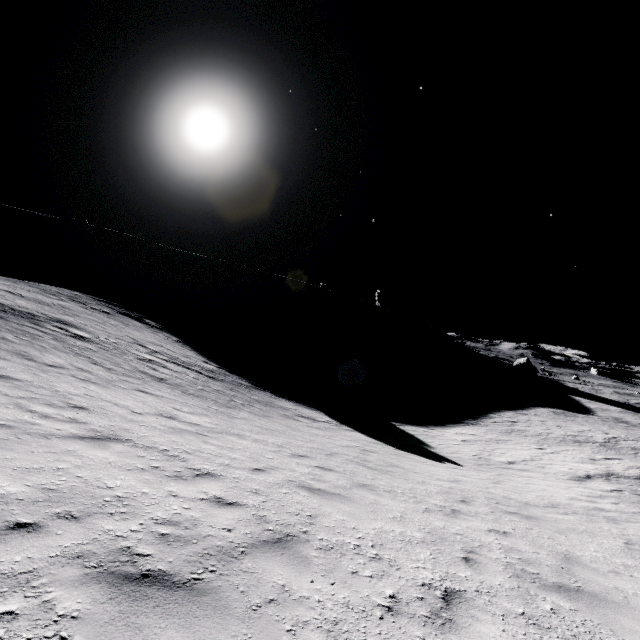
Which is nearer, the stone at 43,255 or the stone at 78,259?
the stone at 43,255

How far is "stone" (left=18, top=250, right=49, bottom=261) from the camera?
53.4 meters

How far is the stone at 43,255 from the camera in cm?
5338

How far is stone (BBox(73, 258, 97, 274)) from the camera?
57.6m

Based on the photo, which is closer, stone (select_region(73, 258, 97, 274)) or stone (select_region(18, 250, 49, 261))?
stone (select_region(18, 250, 49, 261))

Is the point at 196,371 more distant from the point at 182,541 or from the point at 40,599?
the point at 40,599
